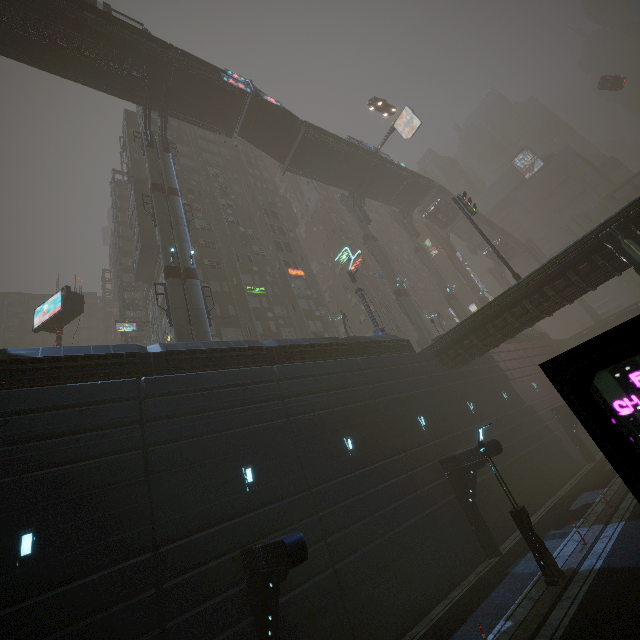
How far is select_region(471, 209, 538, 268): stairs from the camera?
53.06m

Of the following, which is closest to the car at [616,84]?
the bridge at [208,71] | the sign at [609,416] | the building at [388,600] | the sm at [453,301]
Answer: the bridge at [208,71]

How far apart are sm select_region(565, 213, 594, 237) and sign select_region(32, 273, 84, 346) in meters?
69.3 m

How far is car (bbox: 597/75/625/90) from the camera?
47.2 meters

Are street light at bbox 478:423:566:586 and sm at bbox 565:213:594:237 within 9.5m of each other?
no

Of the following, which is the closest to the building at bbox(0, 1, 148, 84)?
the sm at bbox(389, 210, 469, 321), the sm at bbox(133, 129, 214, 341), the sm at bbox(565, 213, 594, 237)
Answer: the sm at bbox(133, 129, 214, 341)

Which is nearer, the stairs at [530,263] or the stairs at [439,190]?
the stairs at [439,190]

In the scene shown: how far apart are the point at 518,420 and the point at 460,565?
14.1 meters
